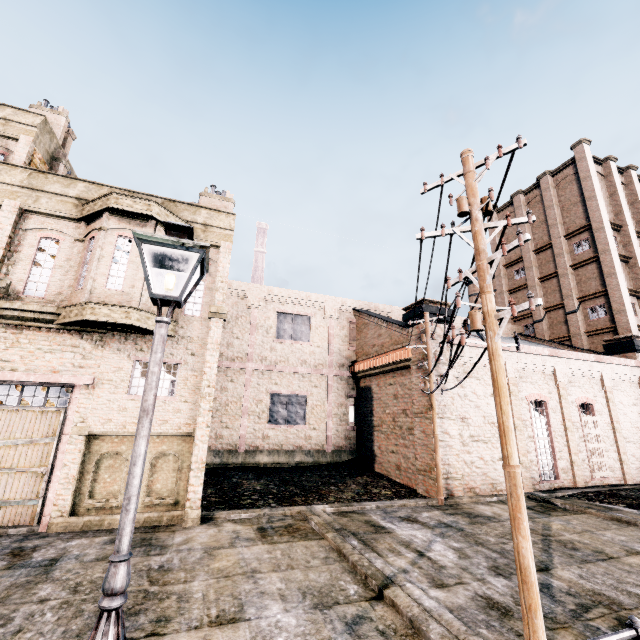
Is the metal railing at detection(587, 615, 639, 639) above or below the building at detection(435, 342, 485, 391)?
below

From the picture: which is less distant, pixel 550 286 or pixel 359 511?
pixel 359 511

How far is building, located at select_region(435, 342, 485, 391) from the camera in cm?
1770

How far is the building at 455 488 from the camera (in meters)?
16.42

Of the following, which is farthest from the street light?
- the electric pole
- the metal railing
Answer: the electric pole

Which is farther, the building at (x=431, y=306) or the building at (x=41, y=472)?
the building at (x=431, y=306)

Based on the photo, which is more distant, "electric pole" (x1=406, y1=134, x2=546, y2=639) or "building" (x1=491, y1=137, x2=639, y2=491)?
"building" (x1=491, y1=137, x2=639, y2=491)

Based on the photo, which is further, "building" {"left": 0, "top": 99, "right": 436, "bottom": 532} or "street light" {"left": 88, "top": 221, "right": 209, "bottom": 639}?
"building" {"left": 0, "top": 99, "right": 436, "bottom": 532}
